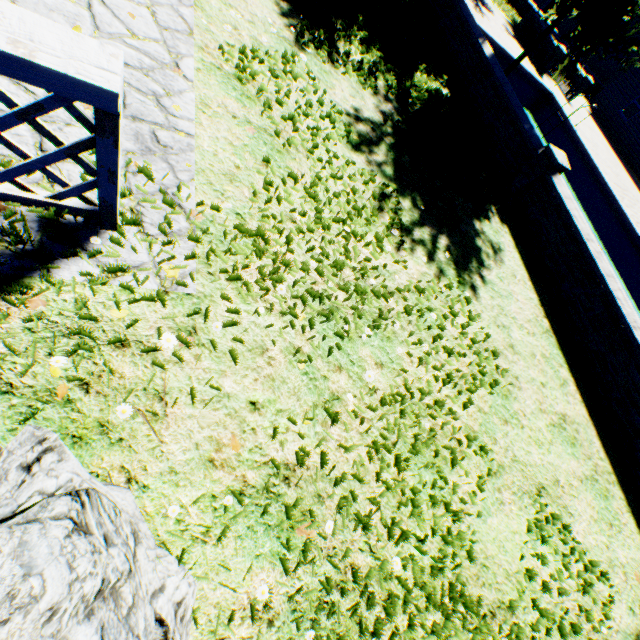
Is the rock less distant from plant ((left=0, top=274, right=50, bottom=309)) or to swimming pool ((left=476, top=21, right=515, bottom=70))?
plant ((left=0, top=274, right=50, bottom=309))

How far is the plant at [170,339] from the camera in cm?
200

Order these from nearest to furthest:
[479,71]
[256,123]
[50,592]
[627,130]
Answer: [50,592] → [256,123] → [479,71] → [627,130]

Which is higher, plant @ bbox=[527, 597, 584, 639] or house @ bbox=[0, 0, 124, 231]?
house @ bbox=[0, 0, 124, 231]

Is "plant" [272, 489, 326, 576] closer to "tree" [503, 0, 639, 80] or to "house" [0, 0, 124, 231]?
"house" [0, 0, 124, 231]

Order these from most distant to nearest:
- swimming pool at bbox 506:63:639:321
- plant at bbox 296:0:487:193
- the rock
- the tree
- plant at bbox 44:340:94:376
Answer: swimming pool at bbox 506:63:639:321, the tree, plant at bbox 296:0:487:193, plant at bbox 44:340:94:376, the rock

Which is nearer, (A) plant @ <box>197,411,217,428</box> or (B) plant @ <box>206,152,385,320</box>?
(A) plant @ <box>197,411,217,428</box>

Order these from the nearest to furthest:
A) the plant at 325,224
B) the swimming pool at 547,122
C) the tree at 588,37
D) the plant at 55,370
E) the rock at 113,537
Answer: the rock at 113,537 < the plant at 55,370 < the plant at 325,224 < the tree at 588,37 < the swimming pool at 547,122
